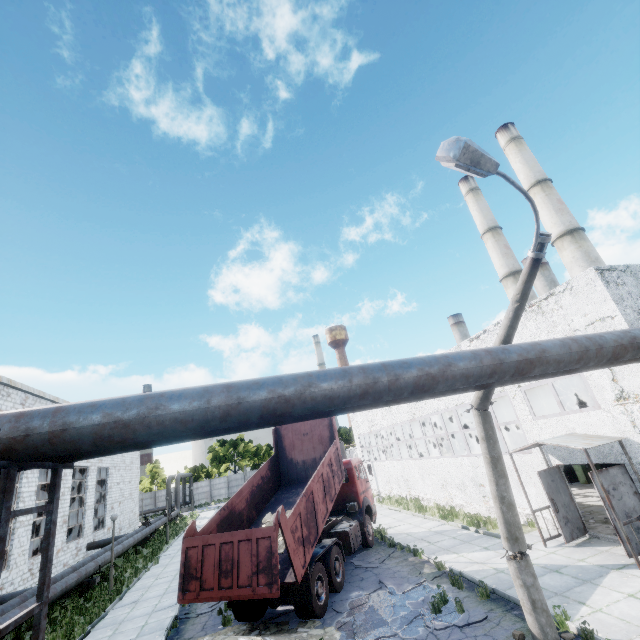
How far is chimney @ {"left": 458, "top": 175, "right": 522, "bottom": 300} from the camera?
35.6 meters

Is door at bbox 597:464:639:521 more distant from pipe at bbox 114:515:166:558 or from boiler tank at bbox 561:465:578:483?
boiler tank at bbox 561:465:578:483

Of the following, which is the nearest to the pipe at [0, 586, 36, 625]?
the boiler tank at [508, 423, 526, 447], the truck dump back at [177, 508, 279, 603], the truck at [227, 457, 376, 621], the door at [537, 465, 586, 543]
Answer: the truck dump back at [177, 508, 279, 603]

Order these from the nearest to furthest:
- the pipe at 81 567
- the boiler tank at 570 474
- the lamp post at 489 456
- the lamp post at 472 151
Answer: the lamp post at 472 151, the lamp post at 489 456, the pipe at 81 567, the boiler tank at 570 474

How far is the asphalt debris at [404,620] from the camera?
8.0 meters

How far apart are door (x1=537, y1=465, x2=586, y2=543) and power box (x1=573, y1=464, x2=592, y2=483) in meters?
8.2

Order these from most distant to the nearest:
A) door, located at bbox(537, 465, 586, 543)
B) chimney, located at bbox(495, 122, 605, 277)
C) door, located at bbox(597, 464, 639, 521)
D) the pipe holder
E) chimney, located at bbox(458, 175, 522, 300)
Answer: chimney, located at bbox(458, 175, 522, 300) < chimney, located at bbox(495, 122, 605, 277) < door, located at bbox(537, 465, 586, 543) < door, located at bbox(597, 464, 639, 521) < the pipe holder

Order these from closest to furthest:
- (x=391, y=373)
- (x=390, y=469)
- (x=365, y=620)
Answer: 1. (x=391, y=373)
2. (x=365, y=620)
3. (x=390, y=469)
